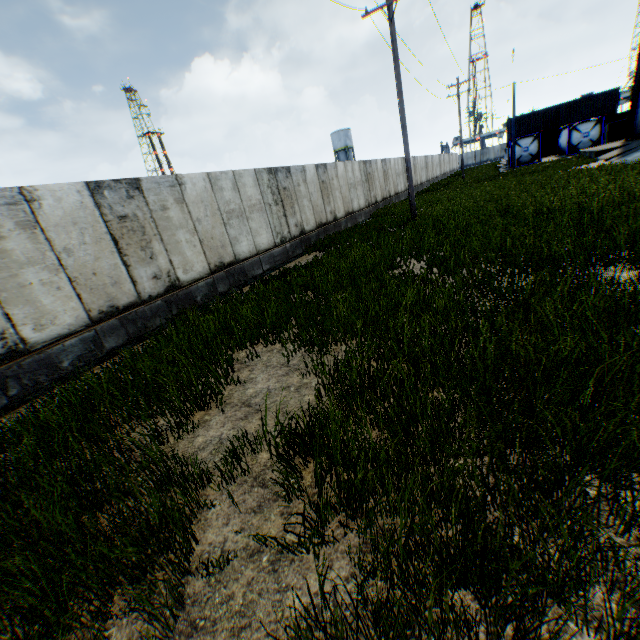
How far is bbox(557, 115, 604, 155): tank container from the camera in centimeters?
3219cm

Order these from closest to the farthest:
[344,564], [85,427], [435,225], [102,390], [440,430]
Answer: [344,564], [440,430], [85,427], [102,390], [435,225]

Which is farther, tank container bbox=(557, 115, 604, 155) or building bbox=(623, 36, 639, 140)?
tank container bbox=(557, 115, 604, 155)

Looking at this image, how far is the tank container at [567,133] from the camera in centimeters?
3219cm

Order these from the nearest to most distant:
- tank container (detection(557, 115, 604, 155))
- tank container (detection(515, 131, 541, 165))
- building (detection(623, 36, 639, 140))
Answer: building (detection(623, 36, 639, 140)) < tank container (detection(557, 115, 604, 155)) < tank container (detection(515, 131, 541, 165))
